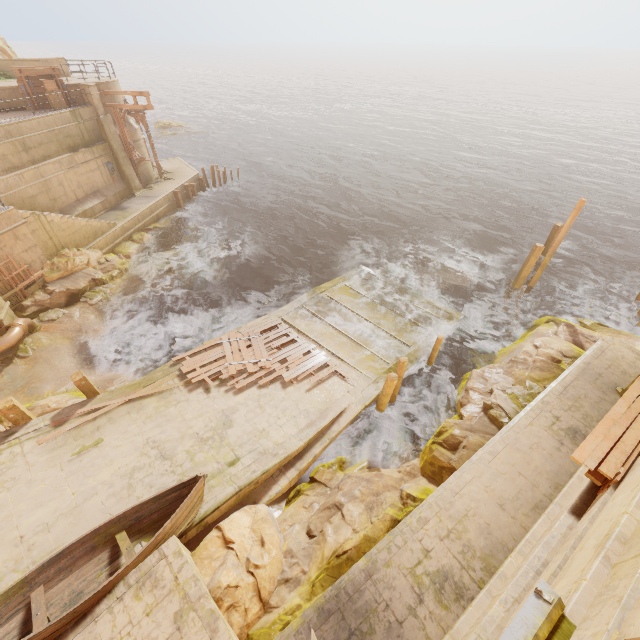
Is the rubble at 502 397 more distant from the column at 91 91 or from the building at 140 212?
the column at 91 91

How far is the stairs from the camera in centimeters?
1588cm

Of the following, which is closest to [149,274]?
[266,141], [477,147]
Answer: [266,141]

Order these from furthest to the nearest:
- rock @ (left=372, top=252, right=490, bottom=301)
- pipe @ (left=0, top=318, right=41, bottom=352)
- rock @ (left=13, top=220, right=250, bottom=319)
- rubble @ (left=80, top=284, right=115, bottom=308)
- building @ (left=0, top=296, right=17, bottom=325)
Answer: rock @ (left=372, top=252, right=490, bottom=301)
rubble @ (left=80, top=284, right=115, bottom=308)
rock @ (left=13, top=220, right=250, bottom=319)
building @ (left=0, top=296, right=17, bottom=325)
pipe @ (left=0, top=318, right=41, bottom=352)

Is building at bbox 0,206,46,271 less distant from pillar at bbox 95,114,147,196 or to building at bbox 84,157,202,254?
building at bbox 84,157,202,254

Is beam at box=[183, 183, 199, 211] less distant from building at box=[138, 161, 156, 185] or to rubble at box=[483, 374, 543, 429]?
building at box=[138, 161, 156, 185]

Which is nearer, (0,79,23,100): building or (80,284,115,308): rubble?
(80,284,115,308): rubble

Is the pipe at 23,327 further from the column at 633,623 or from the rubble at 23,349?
the column at 633,623
